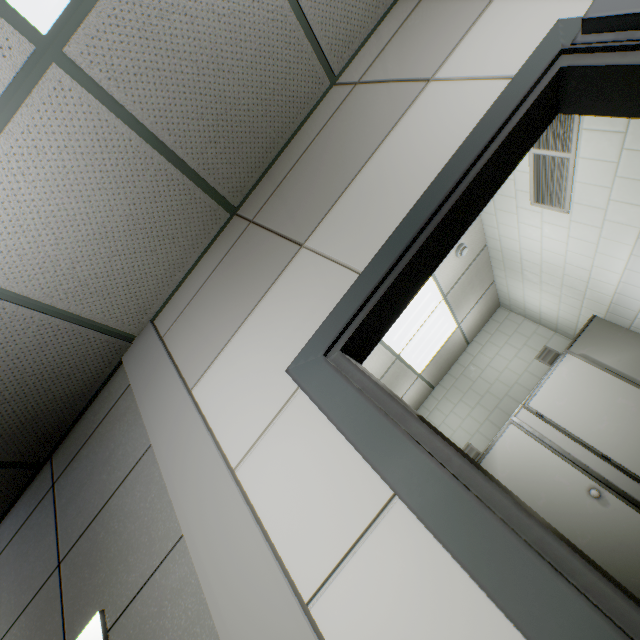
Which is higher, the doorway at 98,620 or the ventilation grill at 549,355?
the ventilation grill at 549,355

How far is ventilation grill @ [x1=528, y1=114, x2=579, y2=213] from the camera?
2.23m

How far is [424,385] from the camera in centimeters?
541cm

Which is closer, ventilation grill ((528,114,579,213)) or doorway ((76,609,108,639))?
doorway ((76,609,108,639))

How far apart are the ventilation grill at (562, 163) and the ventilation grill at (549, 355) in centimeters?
303cm

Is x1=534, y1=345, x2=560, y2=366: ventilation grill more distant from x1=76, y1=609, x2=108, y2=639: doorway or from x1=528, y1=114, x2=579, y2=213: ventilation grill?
x1=76, y1=609, x2=108, y2=639: doorway

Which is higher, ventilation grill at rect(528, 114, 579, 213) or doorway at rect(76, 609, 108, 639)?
ventilation grill at rect(528, 114, 579, 213)

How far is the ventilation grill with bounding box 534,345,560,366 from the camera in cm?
503
